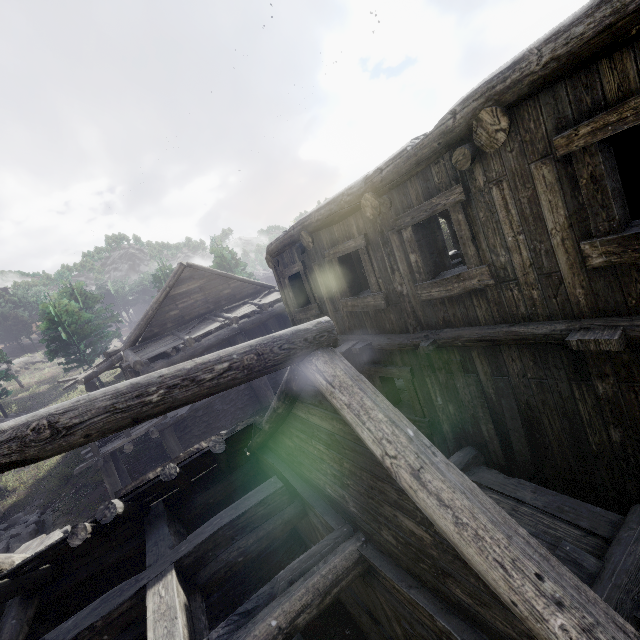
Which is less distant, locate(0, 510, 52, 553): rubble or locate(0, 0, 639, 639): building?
locate(0, 0, 639, 639): building

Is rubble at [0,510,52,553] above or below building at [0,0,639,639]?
below

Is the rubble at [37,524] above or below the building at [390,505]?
below

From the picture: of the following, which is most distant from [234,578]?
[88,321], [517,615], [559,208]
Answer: [88,321]

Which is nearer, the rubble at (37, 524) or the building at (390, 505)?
the building at (390, 505)
